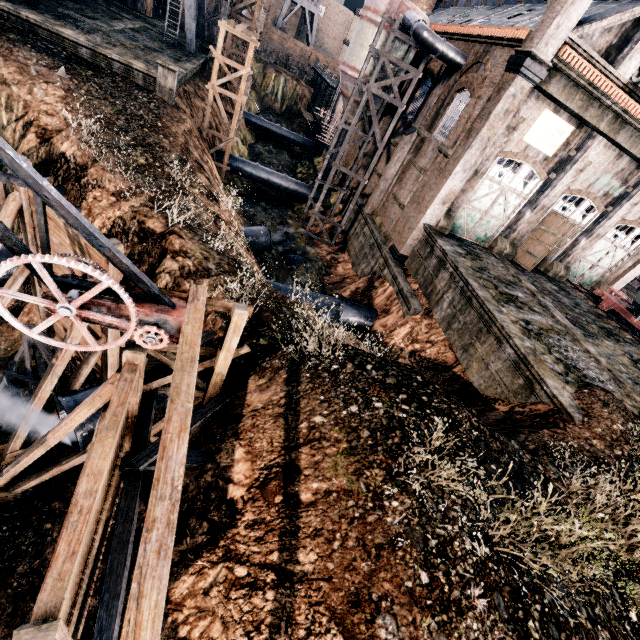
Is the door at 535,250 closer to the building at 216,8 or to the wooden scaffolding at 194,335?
the wooden scaffolding at 194,335

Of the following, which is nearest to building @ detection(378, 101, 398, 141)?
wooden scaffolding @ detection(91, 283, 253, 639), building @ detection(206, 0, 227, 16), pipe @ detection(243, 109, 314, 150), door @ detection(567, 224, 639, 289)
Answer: door @ detection(567, 224, 639, 289)

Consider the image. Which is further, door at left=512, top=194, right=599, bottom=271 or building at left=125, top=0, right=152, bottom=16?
building at left=125, top=0, right=152, bottom=16

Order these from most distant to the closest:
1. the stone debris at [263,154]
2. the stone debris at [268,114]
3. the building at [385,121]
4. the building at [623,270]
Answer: the stone debris at [268,114], the stone debris at [263,154], the building at [385,121], the building at [623,270]

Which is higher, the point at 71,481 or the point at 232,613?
the point at 232,613

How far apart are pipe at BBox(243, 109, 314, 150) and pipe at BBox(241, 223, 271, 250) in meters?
31.1

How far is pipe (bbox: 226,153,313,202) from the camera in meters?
30.4 m

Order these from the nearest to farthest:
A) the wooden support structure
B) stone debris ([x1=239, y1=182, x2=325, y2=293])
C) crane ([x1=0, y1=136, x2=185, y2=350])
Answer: crane ([x1=0, y1=136, x2=185, y2=350]) < the wooden support structure < stone debris ([x1=239, y1=182, x2=325, y2=293])
